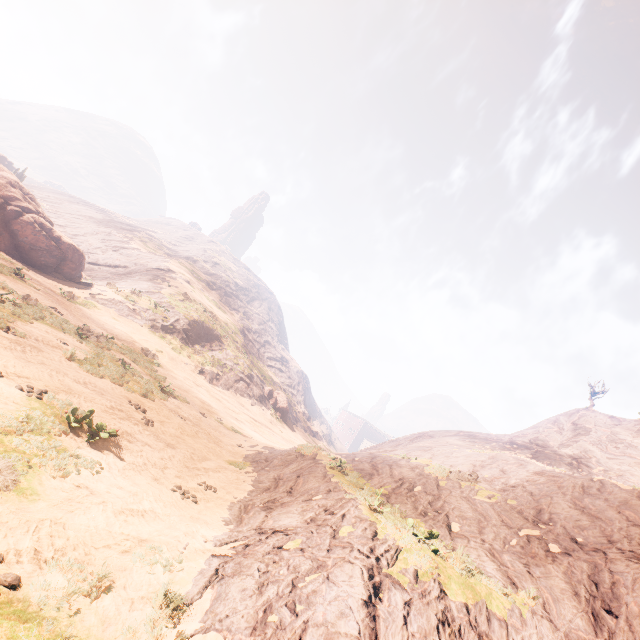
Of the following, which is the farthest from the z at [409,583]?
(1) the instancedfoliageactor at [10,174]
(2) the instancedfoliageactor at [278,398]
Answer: (1) the instancedfoliageactor at [10,174]

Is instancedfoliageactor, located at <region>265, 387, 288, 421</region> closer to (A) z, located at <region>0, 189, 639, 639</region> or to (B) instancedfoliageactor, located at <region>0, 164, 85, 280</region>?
(A) z, located at <region>0, 189, 639, 639</region>

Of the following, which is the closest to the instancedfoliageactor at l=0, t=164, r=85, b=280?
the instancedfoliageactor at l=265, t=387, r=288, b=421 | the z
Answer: the z

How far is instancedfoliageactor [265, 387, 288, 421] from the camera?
43.5m

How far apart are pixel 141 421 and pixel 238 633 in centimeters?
847cm
